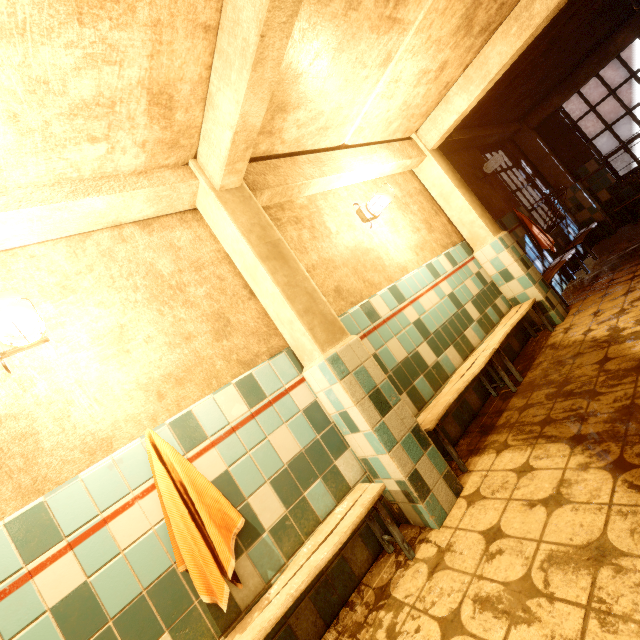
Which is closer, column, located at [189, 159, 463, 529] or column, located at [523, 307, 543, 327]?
column, located at [189, 159, 463, 529]

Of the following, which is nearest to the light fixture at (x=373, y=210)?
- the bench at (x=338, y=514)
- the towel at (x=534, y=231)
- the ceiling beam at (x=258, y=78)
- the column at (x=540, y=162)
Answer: the ceiling beam at (x=258, y=78)

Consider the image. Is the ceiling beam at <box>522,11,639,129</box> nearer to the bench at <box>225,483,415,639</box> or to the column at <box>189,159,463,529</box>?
the column at <box>189,159,463,529</box>

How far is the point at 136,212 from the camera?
2.2m

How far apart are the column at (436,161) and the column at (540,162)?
3.9m

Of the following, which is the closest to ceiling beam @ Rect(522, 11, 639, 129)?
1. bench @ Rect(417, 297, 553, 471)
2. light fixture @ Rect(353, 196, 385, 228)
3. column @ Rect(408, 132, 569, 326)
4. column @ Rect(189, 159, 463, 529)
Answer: column @ Rect(408, 132, 569, 326)

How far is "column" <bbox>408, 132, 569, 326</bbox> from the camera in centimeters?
392cm

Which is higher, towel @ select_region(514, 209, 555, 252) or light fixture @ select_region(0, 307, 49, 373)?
light fixture @ select_region(0, 307, 49, 373)
